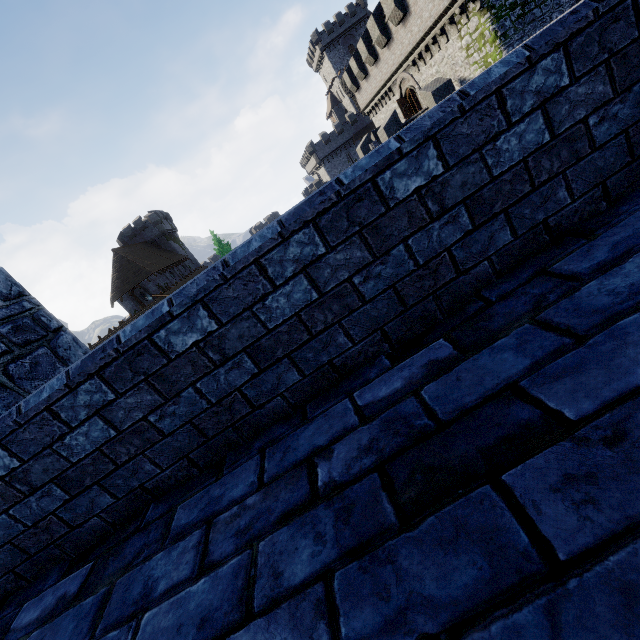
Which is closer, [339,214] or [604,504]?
[604,504]

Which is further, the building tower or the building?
the building

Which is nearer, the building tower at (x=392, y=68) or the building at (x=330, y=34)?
the building tower at (x=392, y=68)

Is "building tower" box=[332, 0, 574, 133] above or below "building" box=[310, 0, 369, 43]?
below

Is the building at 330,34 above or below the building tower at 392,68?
above
